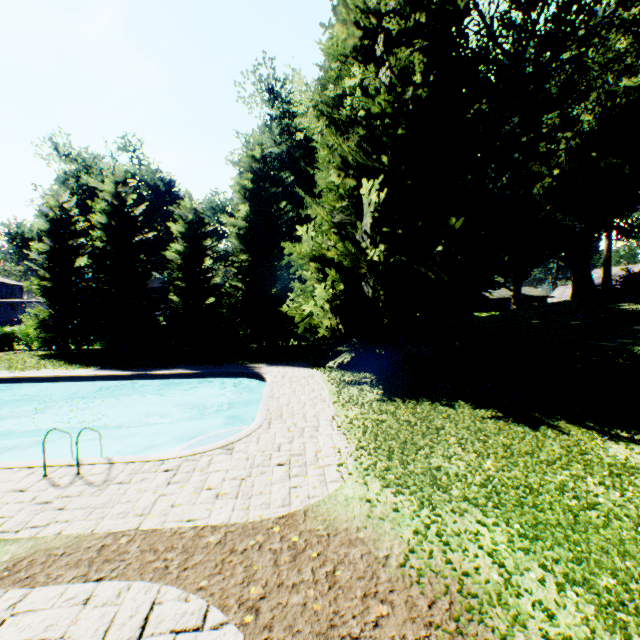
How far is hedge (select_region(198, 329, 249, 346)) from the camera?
27.6m

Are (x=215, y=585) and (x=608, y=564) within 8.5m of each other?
yes

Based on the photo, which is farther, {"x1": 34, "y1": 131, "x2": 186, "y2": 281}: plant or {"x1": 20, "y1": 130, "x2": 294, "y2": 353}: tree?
{"x1": 34, "y1": 131, "x2": 186, "y2": 281}: plant

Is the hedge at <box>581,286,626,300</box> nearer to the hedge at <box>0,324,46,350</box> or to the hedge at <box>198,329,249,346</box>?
the hedge at <box>198,329,249,346</box>

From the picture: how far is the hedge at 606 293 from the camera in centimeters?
3030cm

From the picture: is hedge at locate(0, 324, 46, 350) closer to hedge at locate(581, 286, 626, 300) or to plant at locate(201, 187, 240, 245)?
plant at locate(201, 187, 240, 245)

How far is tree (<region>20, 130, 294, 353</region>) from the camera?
23.4 meters

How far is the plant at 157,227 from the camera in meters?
34.7 m
